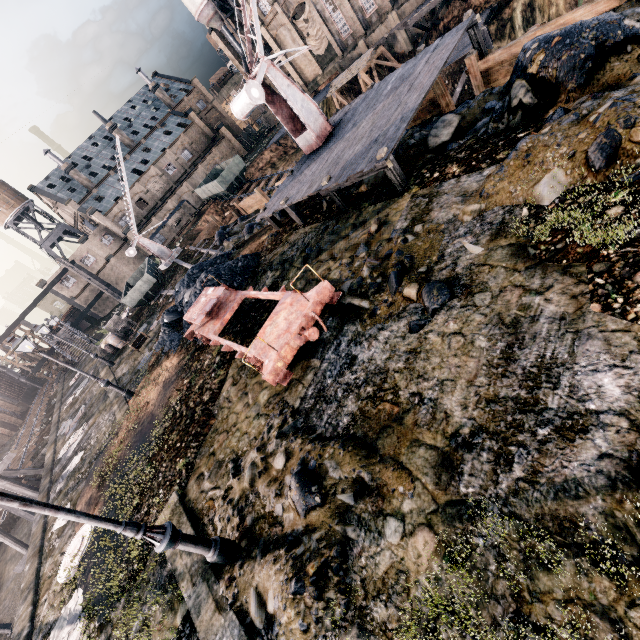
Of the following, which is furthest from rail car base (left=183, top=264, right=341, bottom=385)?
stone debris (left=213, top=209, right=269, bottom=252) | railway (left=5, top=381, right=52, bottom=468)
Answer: railway (left=5, top=381, right=52, bottom=468)

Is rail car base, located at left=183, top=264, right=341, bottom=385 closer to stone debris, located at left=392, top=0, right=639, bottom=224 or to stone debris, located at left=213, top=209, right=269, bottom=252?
stone debris, located at left=392, top=0, right=639, bottom=224

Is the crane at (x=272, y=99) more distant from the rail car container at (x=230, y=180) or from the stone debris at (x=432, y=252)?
the rail car container at (x=230, y=180)

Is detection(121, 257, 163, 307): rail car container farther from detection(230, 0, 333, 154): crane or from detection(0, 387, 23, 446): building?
detection(0, 387, 23, 446): building

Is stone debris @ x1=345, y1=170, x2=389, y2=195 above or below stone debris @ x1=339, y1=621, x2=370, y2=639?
below

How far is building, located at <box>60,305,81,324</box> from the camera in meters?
55.8

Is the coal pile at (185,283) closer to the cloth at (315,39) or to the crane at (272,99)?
the crane at (272,99)

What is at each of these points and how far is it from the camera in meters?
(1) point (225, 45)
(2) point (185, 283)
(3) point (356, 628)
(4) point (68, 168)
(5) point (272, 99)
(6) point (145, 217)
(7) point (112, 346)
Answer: (1) building, 57.8 m
(2) coal pile, 21.5 m
(3) stone debris, 4.3 m
(4) chimney, 55.3 m
(5) crane, 16.7 m
(6) building, 58.6 m
(7) wooden barrel, 28.6 m
